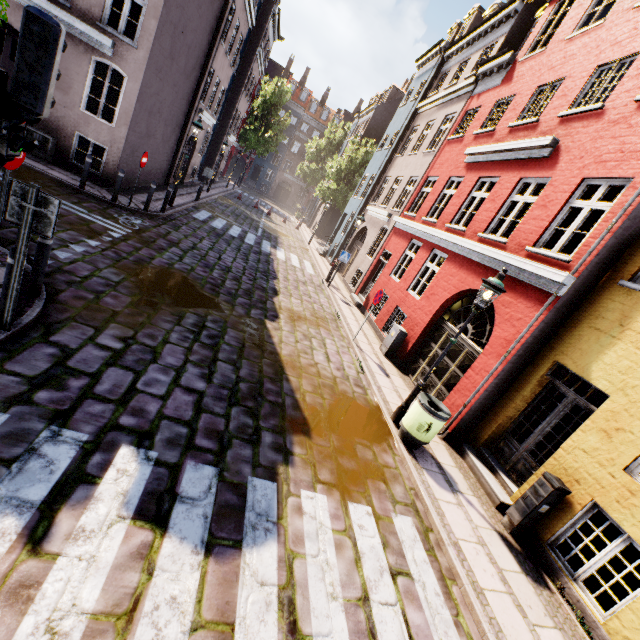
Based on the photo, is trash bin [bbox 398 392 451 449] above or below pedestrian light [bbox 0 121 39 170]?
below

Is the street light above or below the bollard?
above

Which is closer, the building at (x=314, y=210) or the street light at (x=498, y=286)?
the street light at (x=498, y=286)

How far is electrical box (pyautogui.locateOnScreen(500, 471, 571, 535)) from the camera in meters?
5.4

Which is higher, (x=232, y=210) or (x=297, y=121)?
(x=297, y=121)

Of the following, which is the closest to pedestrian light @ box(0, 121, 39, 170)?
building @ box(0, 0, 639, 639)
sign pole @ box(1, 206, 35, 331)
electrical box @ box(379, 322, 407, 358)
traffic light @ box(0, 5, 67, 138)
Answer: traffic light @ box(0, 5, 67, 138)

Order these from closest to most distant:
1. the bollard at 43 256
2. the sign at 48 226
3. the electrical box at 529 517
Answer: the sign at 48 226, the bollard at 43 256, the electrical box at 529 517

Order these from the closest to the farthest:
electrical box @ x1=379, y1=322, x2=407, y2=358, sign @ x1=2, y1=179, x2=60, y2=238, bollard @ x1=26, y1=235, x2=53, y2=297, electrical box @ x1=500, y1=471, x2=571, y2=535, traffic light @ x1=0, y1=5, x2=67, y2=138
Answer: traffic light @ x1=0, y1=5, x2=67, y2=138, sign @ x1=2, y1=179, x2=60, y2=238, bollard @ x1=26, y1=235, x2=53, y2=297, electrical box @ x1=500, y1=471, x2=571, y2=535, electrical box @ x1=379, y1=322, x2=407, y2=358
